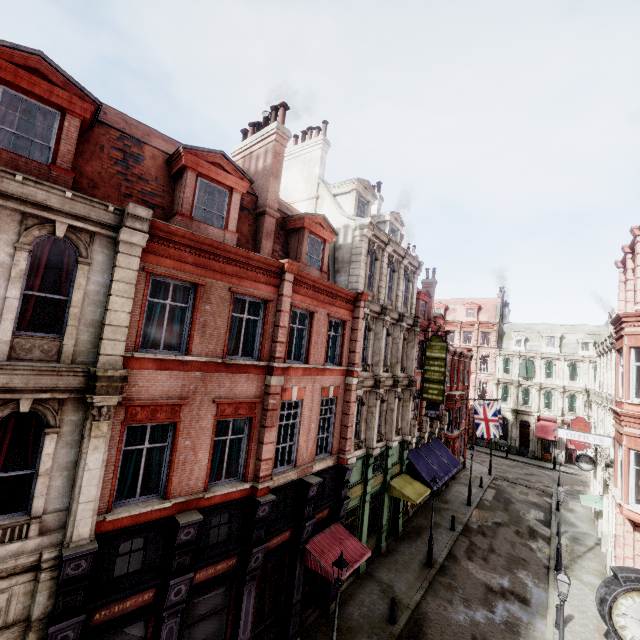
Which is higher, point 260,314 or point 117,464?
point 260,314

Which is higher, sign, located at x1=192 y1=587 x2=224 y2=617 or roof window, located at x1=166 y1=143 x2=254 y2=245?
roof window, located at x1=166 y1=143 x2=254 y2=245

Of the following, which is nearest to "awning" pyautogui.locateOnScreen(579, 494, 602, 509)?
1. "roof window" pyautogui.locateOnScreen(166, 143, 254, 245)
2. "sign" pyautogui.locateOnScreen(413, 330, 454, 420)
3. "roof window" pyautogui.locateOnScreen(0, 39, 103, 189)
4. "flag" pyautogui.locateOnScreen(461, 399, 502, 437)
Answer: "flag" pyautogui.locateOnScreen(461, 399, 502, 437)

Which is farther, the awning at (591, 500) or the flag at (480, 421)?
the flag at (480, 421)

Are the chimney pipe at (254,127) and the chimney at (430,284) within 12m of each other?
no

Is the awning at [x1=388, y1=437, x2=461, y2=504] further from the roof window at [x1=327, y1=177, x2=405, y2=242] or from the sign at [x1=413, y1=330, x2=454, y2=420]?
the roof window at [x1=327, y1=177, x2=405, y2=242]

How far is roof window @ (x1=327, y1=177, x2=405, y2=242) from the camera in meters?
18.2

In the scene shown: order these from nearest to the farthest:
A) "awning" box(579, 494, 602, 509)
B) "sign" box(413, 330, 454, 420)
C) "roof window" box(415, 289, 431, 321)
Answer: "sign" box(413, 330, 454, 420) < "awning" box(579, 494, 602, 509) < "roof window" box(415, 289, 431, 321)
